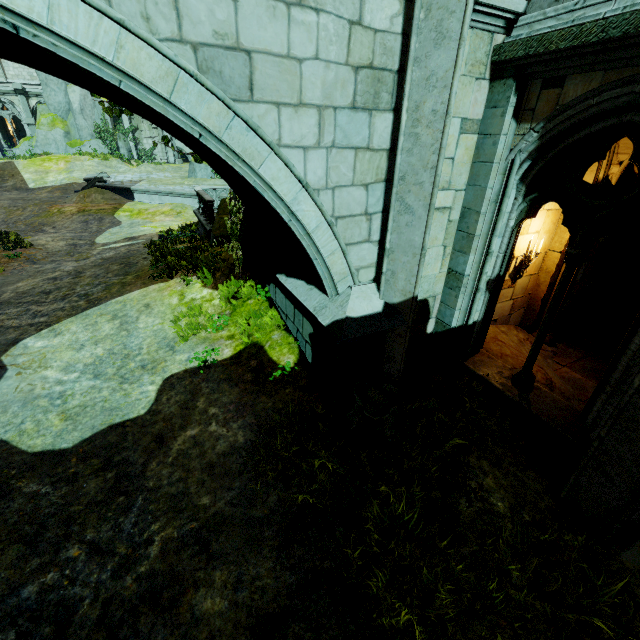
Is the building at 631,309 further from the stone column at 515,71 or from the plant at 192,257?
the plant at 192,257

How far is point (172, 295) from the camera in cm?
852

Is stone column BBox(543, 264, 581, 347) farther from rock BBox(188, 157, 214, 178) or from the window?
rock BBox(188, 157, 214, 178)

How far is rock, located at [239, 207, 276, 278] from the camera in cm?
738

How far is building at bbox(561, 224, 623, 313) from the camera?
7.7 meters

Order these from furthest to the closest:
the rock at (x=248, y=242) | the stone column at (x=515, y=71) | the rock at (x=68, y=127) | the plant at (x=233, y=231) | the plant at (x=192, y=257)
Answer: the rock at (x=68, y=127) < the plant at (x=192, y=257) < the plant at (x=233, y=231) < the rock at (x=248, y=242) < the stone column at (x=515, y=71)

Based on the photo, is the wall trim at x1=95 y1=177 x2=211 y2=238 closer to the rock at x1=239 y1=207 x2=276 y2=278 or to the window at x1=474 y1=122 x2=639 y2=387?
the rock at x1=239 y1=207 x2=276 y2=278

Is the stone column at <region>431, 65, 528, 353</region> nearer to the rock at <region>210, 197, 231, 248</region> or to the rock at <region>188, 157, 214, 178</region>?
the rock at <region>210, 197, 231, 248</region>
